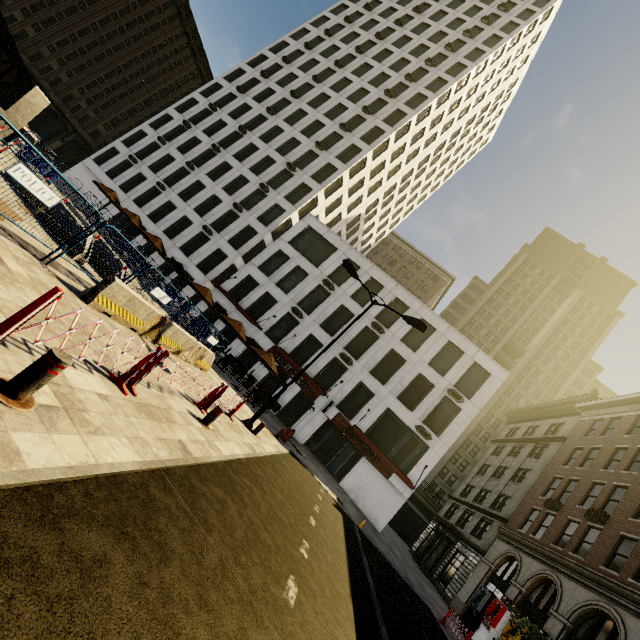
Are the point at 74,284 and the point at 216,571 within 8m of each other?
yes

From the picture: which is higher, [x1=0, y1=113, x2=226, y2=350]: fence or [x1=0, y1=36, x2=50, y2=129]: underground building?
[x1=0, y1=36, x2=50, y2=129]: underground building

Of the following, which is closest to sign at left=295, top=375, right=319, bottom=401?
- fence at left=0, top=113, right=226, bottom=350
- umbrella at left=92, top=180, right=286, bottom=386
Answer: umbrella at left=92, top=180, right=286, bottom=386

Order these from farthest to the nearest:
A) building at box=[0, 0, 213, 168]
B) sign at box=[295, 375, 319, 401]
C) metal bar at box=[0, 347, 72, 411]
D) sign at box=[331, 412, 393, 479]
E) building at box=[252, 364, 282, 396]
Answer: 1. building at box=[0, 0, 213, 168]
2. building at box=[252, 364, 282, 396]
3. sign at box=[295, 375, 319, 401]
4. sign at box=[331, 412, 393, 479]
5. metal bar at box=[0, 347, 72, 411]

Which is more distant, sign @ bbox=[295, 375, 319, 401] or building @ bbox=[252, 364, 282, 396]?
building @ bbox=[252, 364, 282, 396]

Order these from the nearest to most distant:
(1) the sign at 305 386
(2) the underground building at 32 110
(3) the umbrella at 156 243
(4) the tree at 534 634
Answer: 1. (4) the tree at 534 634
2. (2) the underground building at 32 110
3. (3) the umbrella at 156 243
4. (1) the sign at 305 386

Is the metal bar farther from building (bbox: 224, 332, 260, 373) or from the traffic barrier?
building (bbox: 224, 332, 260, 373)

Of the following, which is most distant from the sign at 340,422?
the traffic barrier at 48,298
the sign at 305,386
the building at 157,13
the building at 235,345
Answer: the building at 157,13
